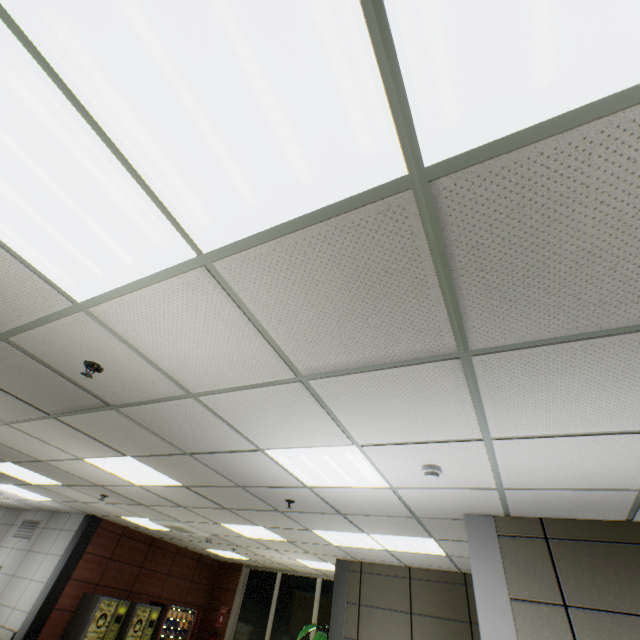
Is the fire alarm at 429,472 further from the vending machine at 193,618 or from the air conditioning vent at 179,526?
the vending machine at 193,618

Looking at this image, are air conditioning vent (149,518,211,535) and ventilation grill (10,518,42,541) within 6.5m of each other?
yes

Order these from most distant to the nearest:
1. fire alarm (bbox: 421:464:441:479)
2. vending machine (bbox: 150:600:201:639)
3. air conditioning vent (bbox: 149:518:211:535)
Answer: vending machine (bbox: 150:600:201:639) → air conditioning vent (bbox: 149:518:211:535) → fire alarm (bbox: 421:464:441:479)

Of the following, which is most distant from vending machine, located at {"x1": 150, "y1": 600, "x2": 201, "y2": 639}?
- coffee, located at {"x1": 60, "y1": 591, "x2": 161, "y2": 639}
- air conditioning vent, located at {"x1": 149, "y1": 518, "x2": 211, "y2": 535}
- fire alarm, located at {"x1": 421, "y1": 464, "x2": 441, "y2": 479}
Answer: fire alarm, located at {"x1": 421, "y1": 464, "x2": 441, "y2": 479}

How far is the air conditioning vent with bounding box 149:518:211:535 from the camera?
6.6m

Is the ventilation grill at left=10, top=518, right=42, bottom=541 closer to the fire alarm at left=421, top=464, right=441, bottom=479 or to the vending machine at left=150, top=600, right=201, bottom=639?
the vending machine at left=150, top=600, right=201, bottom=639

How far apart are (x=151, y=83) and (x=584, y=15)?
1.21m

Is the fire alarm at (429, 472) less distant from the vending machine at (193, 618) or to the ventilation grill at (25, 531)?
the vending machine at (193, 618)
